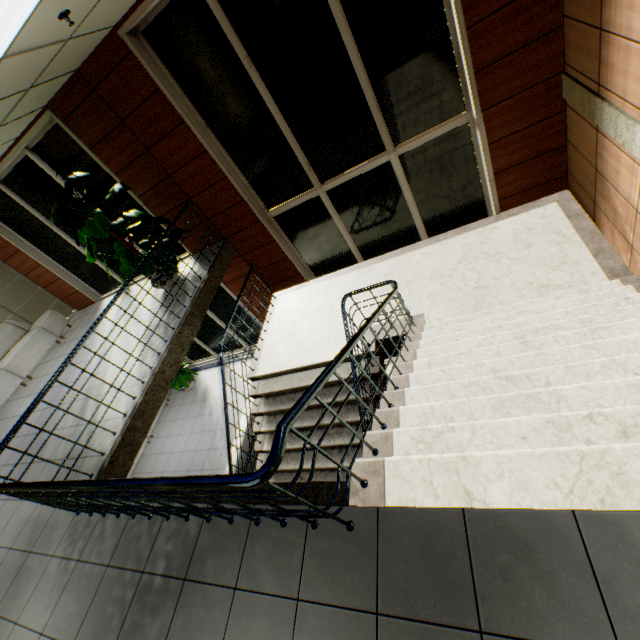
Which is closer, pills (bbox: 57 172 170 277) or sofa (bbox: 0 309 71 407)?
pills (bbox: 57 172 170 277)

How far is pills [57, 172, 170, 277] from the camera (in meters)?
5.22

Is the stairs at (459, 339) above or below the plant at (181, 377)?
above

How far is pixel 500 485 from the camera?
1.8 meters

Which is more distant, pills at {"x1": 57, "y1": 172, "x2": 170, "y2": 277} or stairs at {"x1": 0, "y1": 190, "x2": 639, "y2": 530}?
pills at {"x1": 57, "y1": 172, "x2": 170, "y2": 277}

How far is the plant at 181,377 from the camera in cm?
938

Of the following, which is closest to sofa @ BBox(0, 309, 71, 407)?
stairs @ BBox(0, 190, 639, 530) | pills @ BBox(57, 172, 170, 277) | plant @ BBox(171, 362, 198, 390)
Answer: plant @ BBox(171, 362, 198, 390)

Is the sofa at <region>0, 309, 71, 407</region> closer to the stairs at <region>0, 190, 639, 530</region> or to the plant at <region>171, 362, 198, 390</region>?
the plant at <region>171, 362, 198, 390</region>
